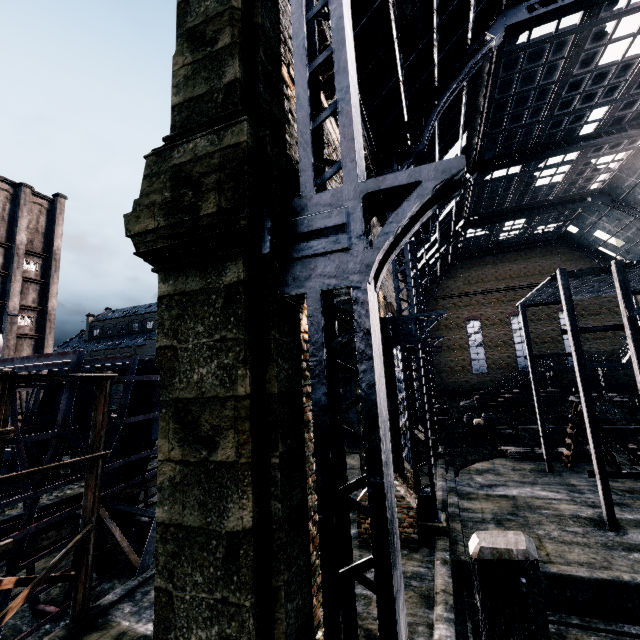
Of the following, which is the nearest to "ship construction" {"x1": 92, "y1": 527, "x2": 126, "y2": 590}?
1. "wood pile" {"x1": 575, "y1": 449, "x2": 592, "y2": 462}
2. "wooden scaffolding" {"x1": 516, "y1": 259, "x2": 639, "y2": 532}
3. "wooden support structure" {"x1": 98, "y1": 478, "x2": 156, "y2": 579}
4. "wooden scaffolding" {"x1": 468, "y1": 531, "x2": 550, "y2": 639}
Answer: "wooden support structure" {"x1": 98, "y1": 478, "x2": 156, "y2": 579}

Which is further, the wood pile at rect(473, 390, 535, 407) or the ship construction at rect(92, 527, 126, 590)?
the wood pile at rect(473, 390, 535, 407)

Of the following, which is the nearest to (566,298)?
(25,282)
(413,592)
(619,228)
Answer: (413,592)

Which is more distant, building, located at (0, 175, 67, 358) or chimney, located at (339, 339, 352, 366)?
building, located at (0, 175, 67, 358)

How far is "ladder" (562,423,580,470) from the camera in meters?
22.0 m

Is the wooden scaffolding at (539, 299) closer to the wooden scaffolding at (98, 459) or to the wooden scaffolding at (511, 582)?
the wooden scaffolding at (511, 582)

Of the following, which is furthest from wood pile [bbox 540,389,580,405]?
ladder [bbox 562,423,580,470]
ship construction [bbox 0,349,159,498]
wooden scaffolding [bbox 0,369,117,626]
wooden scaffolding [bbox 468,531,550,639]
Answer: wooden scaffolding [bbox 468,531,550,639]

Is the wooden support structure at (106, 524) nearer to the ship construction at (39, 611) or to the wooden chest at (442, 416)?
the ship construction at (39, 611)
